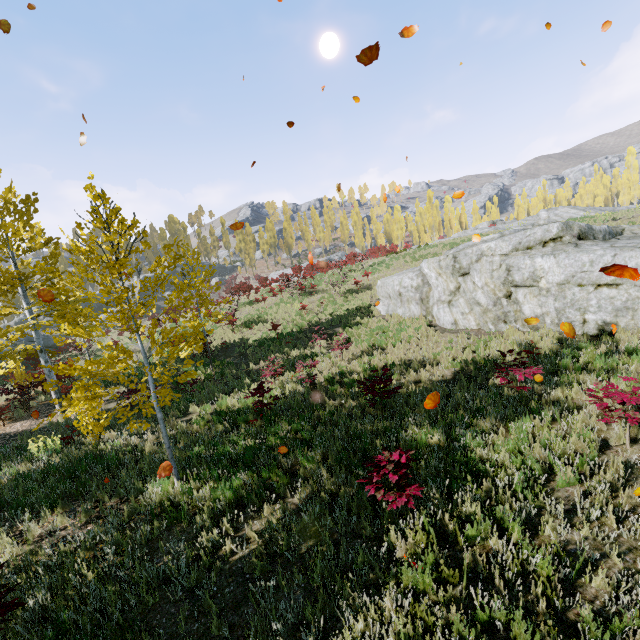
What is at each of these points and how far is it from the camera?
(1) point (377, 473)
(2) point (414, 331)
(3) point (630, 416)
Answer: (1) instancedfoliageactor, 4.9m
(2) instancedfoliageactor, 13.6m
(3) instancedfoliageactor, 5.4m

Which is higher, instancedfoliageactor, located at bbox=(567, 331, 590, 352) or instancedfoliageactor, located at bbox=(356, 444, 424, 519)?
instancedfoliageactor, located at bbox=(356, 444, 424, 519)

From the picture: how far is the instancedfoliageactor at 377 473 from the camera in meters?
4.7 m

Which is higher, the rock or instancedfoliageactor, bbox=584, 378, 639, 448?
the rock

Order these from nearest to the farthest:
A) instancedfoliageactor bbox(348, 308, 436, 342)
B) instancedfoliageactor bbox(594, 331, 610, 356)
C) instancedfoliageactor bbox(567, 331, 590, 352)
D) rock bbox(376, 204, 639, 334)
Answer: instancedfoliageactor bbox(594, 331, 610, 356), instancedfoliageactor bbox(567, 331, 590, 352), rock bbox(376, 204, 639, 334), instancedfoliageactor bbox(348, 308, 436, 342)

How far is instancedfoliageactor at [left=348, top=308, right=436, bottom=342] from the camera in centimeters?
1332cm
